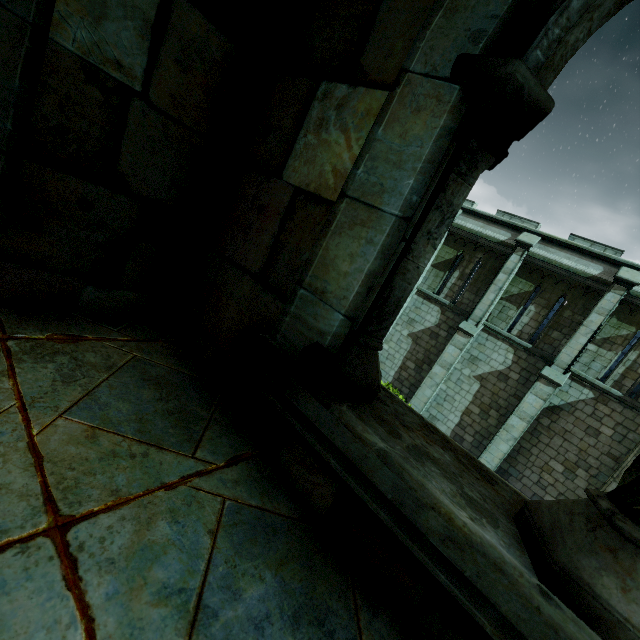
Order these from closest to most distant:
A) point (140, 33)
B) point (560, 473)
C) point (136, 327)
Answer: point (140, 33)
point (136, 327)
point (560, 473)
